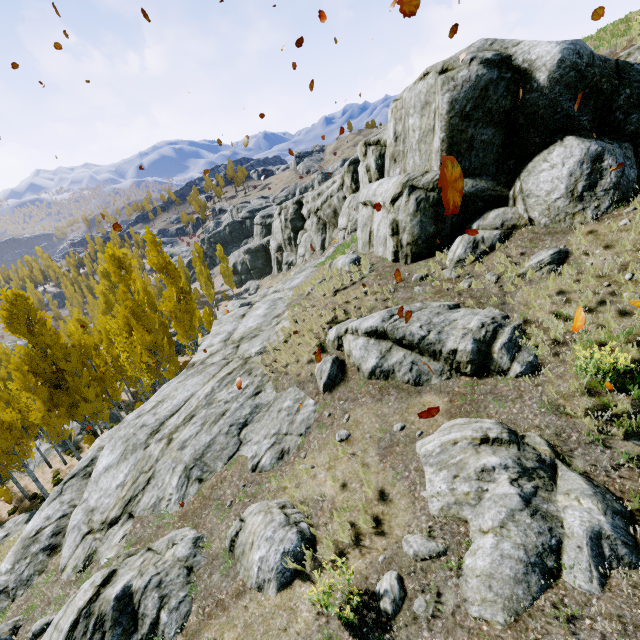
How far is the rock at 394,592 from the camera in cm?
452

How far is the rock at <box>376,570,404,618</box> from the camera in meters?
4.5 m

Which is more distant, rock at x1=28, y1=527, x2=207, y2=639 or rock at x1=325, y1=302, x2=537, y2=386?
rock at x1=325, y1=302, x2=537, y2=386

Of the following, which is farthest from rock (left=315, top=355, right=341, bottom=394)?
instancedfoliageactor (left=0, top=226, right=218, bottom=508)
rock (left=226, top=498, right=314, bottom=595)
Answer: rock (left=226, top=498, right=314, bottom=595)

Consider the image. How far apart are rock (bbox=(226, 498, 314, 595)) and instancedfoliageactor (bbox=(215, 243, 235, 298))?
51.0m

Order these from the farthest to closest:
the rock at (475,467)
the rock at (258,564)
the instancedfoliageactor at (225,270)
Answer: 1. the instancedfoliageactor at (225,270)
2. the rock at (258,564)
3. the rock at (475,467)

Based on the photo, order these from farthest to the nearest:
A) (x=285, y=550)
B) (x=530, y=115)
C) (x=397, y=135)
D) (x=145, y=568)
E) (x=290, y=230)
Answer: (x=290, y=230) < (x=397, y=135) < (x=530, y=115) < (x=145, y=568) < (x=285, y=550)
